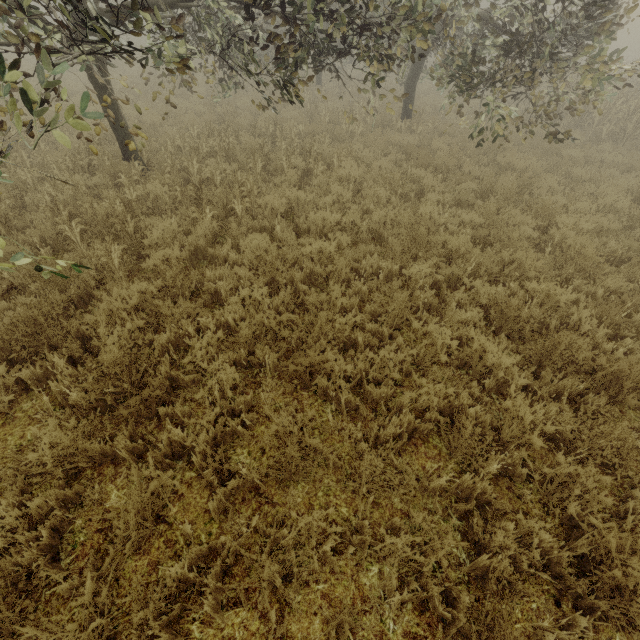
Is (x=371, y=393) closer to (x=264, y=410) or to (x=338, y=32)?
(x=264, y=410)
